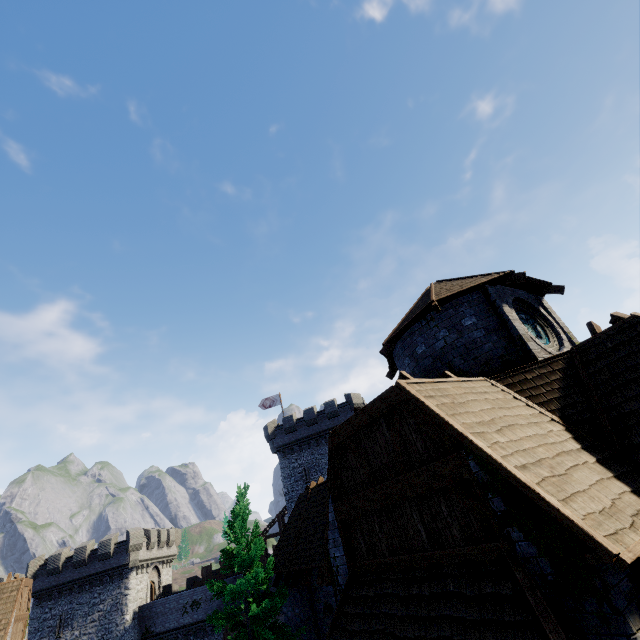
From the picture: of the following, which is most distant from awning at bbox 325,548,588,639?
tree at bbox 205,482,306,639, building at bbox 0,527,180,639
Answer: building at bbox 0,527,180,639

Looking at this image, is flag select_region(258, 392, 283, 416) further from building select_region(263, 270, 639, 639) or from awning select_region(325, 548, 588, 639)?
awning select_region(325, 548, 588, 639)

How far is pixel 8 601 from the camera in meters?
17.1

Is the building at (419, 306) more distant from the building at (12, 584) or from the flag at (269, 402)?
the building at (12, 584)

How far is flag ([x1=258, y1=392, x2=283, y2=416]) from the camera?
39.56m

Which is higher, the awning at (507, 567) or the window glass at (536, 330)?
the window glass at (536, 330)

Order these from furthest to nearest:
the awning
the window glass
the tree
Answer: the tree → the window glass → the awning

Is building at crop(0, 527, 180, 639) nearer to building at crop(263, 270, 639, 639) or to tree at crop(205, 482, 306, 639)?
building at crop(263, 270, 639, 639)
